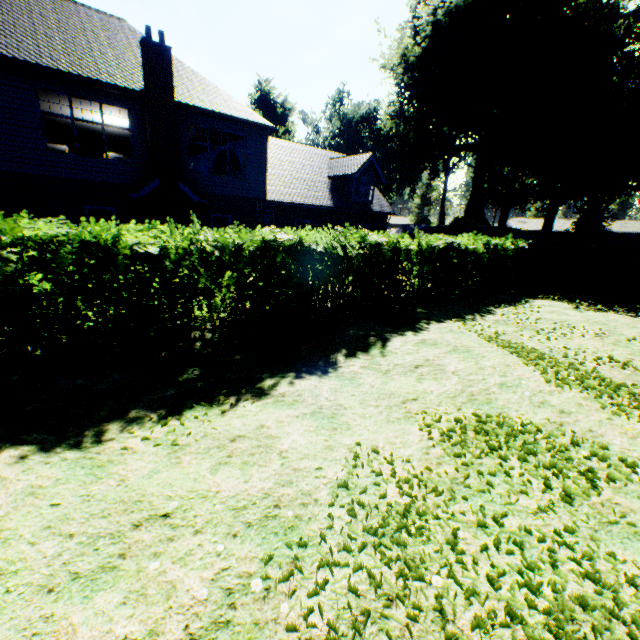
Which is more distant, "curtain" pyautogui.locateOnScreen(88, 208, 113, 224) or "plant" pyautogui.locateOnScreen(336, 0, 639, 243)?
"plant" pyautogui.locateOnScreen(336, 0, 639, 243)

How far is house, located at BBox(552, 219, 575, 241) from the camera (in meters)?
55.94

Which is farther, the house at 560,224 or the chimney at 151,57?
the house at 560,224

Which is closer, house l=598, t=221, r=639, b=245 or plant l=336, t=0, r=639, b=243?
plant l=336, t=0, r=639, b=243

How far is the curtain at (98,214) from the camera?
13.0m

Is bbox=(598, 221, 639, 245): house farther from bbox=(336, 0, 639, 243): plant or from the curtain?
the curtain

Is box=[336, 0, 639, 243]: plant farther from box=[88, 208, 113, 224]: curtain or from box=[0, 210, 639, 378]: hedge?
box=[88, 208, 113, 224]: curtain

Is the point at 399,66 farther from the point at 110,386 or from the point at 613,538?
the point at 613,538
